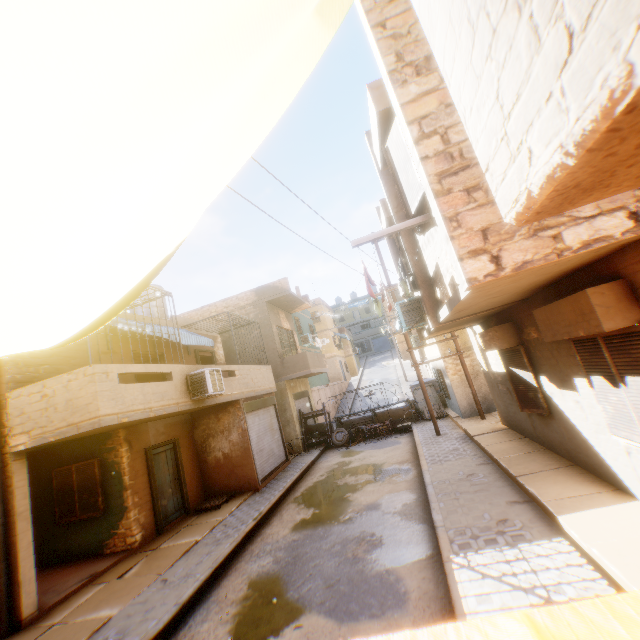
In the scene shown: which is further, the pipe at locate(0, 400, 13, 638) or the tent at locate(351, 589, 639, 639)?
the pipe at locate(0, 400, 13, 638)

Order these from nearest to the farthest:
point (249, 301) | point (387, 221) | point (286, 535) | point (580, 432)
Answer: point (580, 432), point (286, 535), point (387, 221), point (249, 301)

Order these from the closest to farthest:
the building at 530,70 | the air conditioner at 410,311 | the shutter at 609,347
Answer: the building at 530,70 < the shutter at 609,347 < the air conditioner at 410,311

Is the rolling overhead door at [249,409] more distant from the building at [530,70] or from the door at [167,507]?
the door at [167,507]

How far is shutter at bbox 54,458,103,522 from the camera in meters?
9.5 m

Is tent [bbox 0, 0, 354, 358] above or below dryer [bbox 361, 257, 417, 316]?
below

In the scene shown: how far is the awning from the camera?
11.99m
